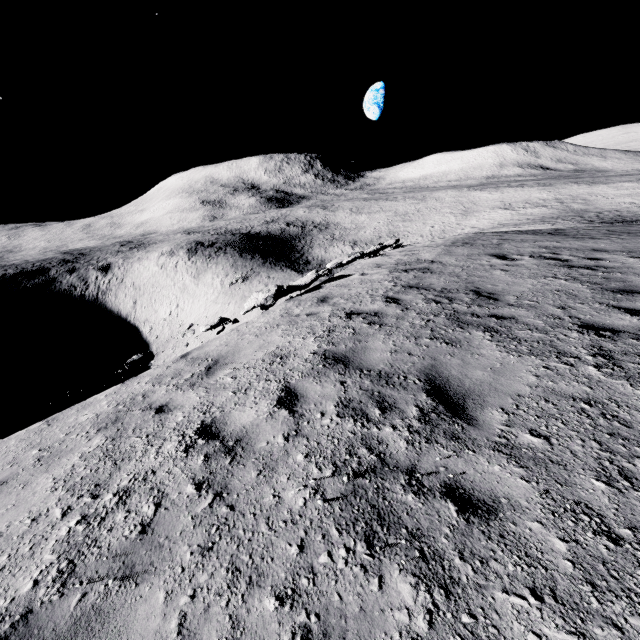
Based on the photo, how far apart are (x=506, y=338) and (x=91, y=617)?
5.5 meters
